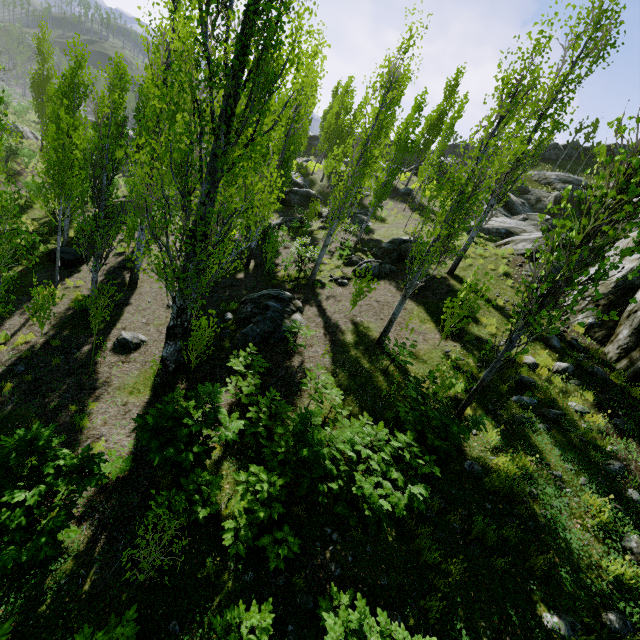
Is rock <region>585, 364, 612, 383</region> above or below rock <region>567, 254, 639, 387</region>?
below

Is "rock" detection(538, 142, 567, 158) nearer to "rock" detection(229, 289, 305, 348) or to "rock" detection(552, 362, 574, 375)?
"rock" detection(552, 362, 574, 375)

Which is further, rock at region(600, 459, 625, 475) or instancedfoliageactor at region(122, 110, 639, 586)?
rock at region(600, 459, 625, 475)

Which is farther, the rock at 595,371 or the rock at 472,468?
the rock at 595,371

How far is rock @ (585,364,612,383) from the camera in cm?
810

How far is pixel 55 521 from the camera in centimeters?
466cm

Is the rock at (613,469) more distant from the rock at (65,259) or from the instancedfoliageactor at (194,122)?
the rock at (65,259)

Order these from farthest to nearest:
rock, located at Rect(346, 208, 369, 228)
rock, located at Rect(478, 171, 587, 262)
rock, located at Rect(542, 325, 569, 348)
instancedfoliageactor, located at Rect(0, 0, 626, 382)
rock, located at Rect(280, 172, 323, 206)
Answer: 1. rock, located at Rect(280, 172, 323, 206)
2. rock, located at Rect(346, 208, 369, 228)
3. rock, located at Rect(478, 171, 587, 262)
4. rock, located at Rect(542, 325, 569, 348)
5. instancedfoliageactor, located at Rect(0, 0, 626, 382)
